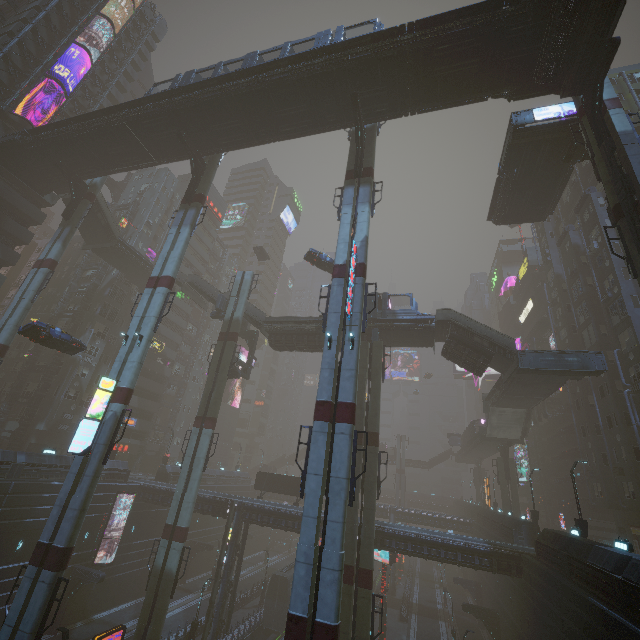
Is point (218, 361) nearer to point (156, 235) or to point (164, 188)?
point (156, 235)

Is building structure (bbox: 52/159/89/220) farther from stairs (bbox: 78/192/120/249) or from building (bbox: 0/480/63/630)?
stairs (bbox: 78/192/120/249)

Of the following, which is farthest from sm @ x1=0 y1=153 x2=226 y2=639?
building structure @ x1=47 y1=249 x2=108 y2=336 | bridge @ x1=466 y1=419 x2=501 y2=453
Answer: bridge @ x1=466 y1=419 x2=501 y2=453

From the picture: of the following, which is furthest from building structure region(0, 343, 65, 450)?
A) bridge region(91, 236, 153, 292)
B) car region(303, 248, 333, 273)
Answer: car region(303, 248, 333, 273)

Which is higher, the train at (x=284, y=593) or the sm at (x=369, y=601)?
the sm at (x=369, y=601)

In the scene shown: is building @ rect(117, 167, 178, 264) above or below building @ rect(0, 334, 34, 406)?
above

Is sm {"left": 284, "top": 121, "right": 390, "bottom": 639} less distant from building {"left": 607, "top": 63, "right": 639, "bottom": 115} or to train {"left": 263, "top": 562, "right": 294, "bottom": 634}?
building {"left": 607, "top": 63, "right": 639, "bottom": 115}

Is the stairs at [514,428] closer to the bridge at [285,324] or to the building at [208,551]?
the building at [208,551]
